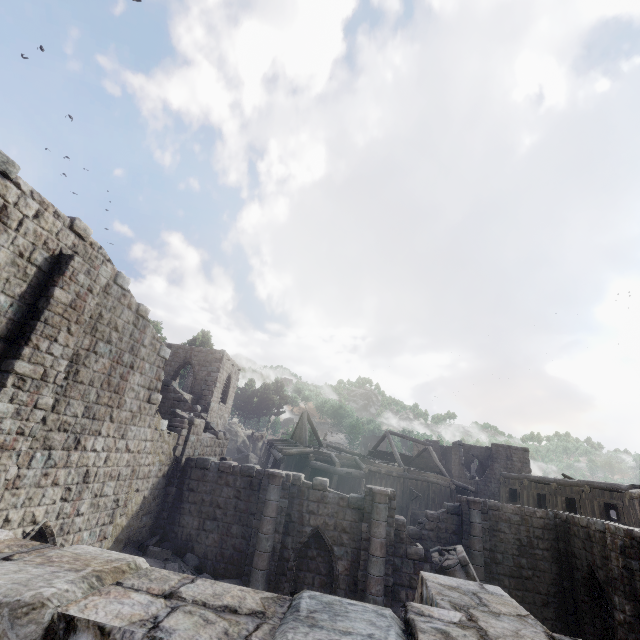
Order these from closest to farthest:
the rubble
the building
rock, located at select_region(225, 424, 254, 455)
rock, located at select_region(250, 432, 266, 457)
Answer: the building
the rubble
rock, located at select_region(225, 424, 254, 455)
rock, located at select_region(250, 432, 266, 457)

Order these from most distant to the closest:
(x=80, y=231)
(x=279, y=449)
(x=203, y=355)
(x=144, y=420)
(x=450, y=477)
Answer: (x=450, y=477), (x=203, y=355), (x=279, y=449), (x=144, y=420), (x=80, y=231)

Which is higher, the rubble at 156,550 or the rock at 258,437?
the rock at 258,437

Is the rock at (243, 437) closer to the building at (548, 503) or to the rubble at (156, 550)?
the building at (548, 503)

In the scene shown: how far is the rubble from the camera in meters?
12.0

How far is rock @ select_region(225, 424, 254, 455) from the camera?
46.47m

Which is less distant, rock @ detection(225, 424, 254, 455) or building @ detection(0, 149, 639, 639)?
building @ detection(0, 149, 639, 639)
